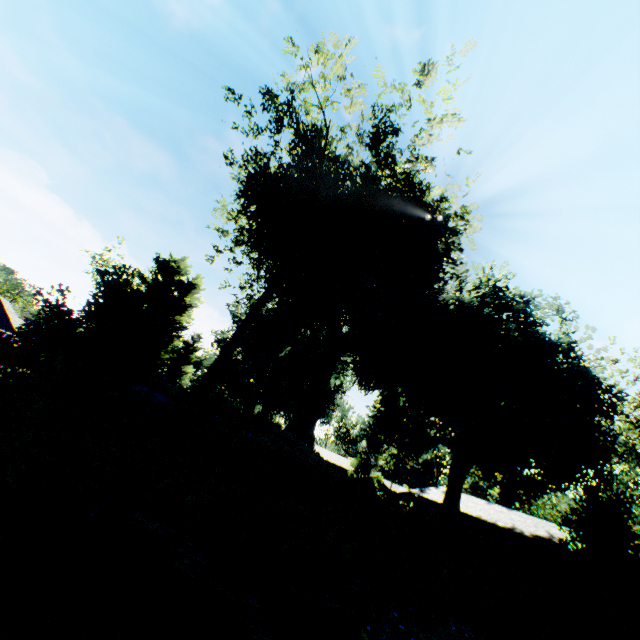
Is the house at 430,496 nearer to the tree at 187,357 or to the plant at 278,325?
the plant at 278,325

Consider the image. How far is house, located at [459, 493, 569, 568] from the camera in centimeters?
2928cm

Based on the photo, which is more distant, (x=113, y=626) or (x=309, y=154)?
(x=309, y=154)

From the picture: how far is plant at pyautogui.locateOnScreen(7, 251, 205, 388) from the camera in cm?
764

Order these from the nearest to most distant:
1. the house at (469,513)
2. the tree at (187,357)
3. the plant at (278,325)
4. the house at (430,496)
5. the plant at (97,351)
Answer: the plant at (97,351) < the plant at (278,325) < the house at (469,513) < the house at (430,496) < the tree at (187,357)

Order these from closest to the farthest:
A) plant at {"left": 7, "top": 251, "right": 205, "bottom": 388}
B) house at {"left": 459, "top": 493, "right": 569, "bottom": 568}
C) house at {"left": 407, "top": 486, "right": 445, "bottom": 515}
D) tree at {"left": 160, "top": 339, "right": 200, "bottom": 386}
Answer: plant at {"left": 7, "top": 251, "right": 205, "bottom": 388}
house at {"left": 459, "top": 493, "right": 569, "bottom": 568}
house at {"left": 407, "top": 486, "right": 445, "bottom": 515}
tree at {"left": 160, "top": 339, "right": 200, "bottom": 386}

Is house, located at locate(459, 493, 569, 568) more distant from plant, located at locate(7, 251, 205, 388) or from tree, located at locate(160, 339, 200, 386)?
tree, located at locate(160, 339, 200, 386)
